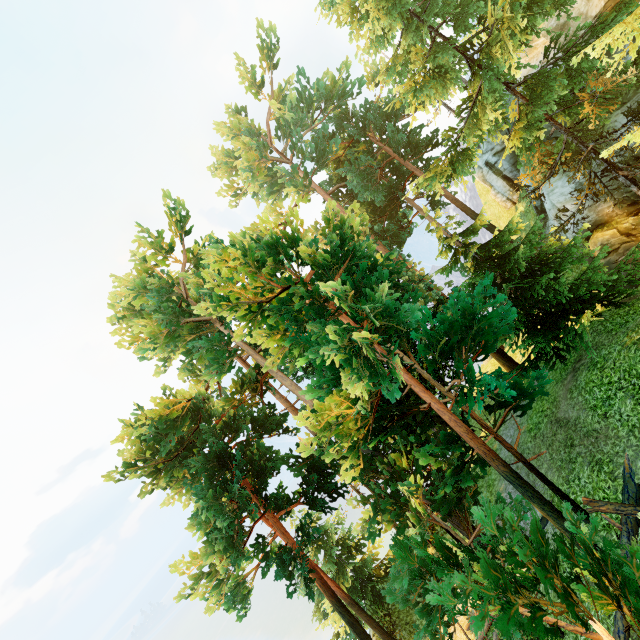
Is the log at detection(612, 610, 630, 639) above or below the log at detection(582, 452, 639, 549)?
below

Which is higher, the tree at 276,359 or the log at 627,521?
the tree at 276,359

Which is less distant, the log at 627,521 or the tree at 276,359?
the tree at 276,359

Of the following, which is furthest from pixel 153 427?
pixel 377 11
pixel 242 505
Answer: pixel 377 11

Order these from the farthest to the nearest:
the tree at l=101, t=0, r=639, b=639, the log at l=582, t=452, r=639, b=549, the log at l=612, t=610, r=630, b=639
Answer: the log at l=582, t=452, r=639, b=549, the log at l=612, t=610, r=630, b=639, the tree at l=101, t=0, r=639, b=639

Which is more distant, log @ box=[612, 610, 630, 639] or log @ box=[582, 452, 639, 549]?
log @ box=[582, 452, 639, 549]

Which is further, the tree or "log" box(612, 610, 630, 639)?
"log" box(612, 610, 630, 639)
